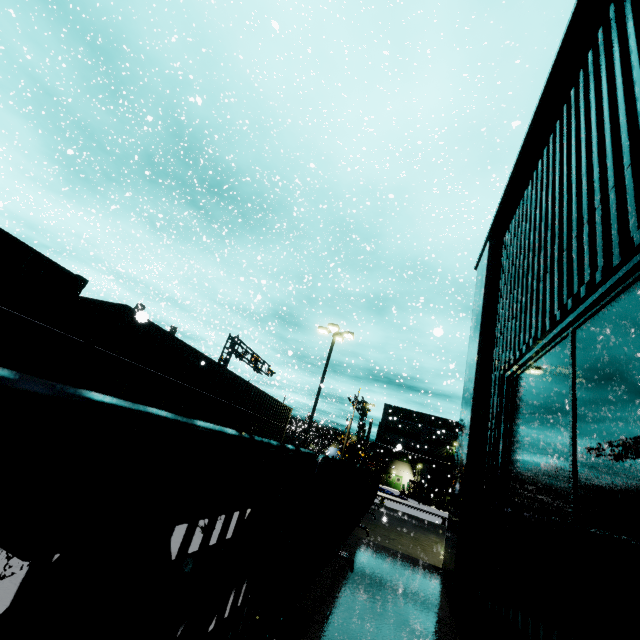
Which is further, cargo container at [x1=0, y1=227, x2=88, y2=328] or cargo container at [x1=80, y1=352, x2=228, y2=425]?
cargo container at [x1=80, y1=352, x2=228, y2=425]

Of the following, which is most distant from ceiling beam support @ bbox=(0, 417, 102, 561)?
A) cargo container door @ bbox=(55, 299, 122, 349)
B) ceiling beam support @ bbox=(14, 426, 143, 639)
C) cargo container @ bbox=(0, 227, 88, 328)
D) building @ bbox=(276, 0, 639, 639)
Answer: cargo container door @ bbox=(55, 299, 122, 349)

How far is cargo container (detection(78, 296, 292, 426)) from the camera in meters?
7.1 m

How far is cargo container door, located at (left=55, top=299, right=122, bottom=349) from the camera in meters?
6.9

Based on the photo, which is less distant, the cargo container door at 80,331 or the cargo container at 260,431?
the cargo container door at 80,331

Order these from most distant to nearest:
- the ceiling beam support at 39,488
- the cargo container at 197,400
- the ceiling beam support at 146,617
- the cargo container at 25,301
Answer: the cargo container at 197,400 < the cargo container at 25,301 < the ceiling beam support at 146,617 < the ceiling beam support at 39,488

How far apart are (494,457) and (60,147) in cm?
4407
